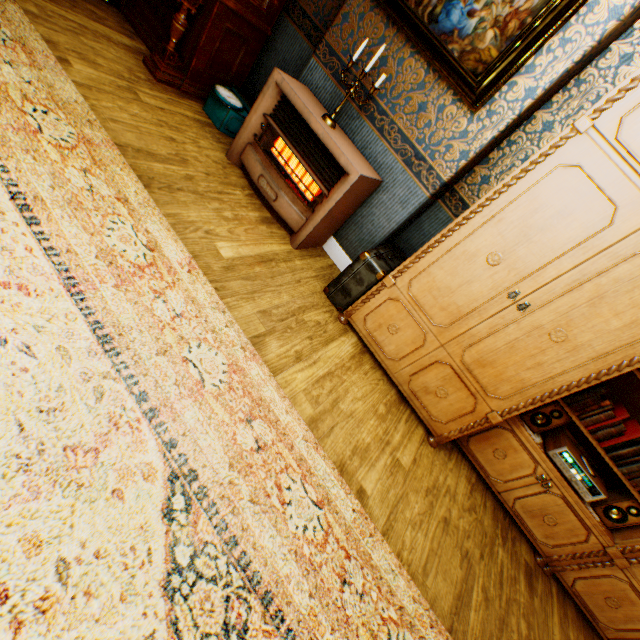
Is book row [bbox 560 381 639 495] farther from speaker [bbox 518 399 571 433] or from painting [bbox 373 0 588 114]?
painting [bbox 373 0 588 114]

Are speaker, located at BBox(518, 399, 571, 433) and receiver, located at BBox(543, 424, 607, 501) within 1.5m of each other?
yes

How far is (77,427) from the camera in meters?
1.2 m

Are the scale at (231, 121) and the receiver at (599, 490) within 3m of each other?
no

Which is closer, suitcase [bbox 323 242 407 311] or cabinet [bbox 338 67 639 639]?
cabinet [bbox 338 67 639 639]

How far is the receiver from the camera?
2.4 meters

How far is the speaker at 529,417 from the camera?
2.49m

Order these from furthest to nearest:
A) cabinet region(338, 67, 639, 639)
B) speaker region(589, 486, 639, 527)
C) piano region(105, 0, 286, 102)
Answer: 1. piano region(105, 0, 286, 102)
2. speaker region(589, 486, 639, 527)
3. cabinet region(338, 67, 639, 639)
